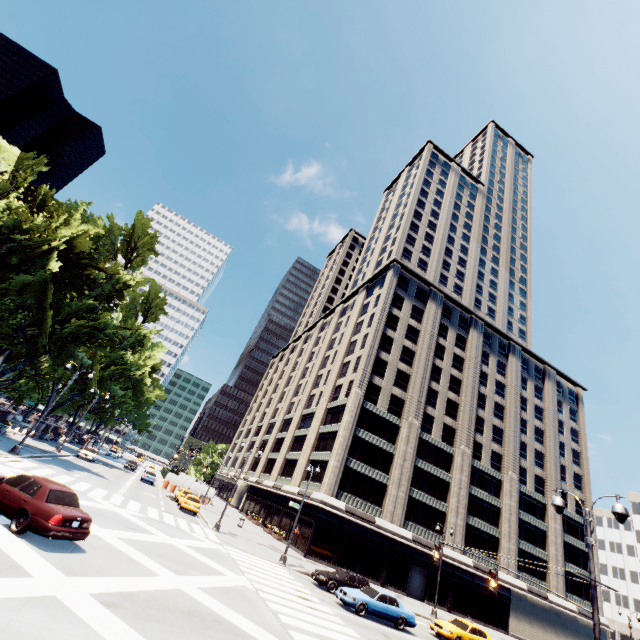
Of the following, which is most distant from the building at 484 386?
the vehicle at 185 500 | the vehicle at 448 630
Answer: the vehicle at 448 630

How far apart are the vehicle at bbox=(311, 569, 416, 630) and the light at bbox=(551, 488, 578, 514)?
13.3 meters

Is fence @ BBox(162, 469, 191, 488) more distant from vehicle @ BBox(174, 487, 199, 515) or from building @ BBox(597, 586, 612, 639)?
vehicle @ BBox(174, 487, 199, 515)

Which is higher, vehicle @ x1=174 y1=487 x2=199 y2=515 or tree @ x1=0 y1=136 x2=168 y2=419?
tree @ x1=0 y1=136 x2=168 y2=419

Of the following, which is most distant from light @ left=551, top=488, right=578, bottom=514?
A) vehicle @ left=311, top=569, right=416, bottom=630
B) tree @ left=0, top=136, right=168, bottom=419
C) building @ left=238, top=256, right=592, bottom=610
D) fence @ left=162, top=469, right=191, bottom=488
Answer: fence @ left=162, top=469, right=191, bottom=488

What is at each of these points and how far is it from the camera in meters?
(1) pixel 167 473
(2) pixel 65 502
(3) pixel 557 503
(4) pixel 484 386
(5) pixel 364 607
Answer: (1) fence, 48.6 m
(2) vehicle, 11.5 m
(3) light, 11.7 m
(4) building, 55.2 m
(5) vehicle, 19.0 m

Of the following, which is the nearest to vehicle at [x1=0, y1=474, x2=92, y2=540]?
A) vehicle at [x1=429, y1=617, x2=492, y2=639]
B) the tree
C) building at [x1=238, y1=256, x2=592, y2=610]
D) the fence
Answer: the tree

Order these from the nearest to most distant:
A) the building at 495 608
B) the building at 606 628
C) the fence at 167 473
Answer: the building at 495 608 < the building at 606 628 < the fence at 167 473
